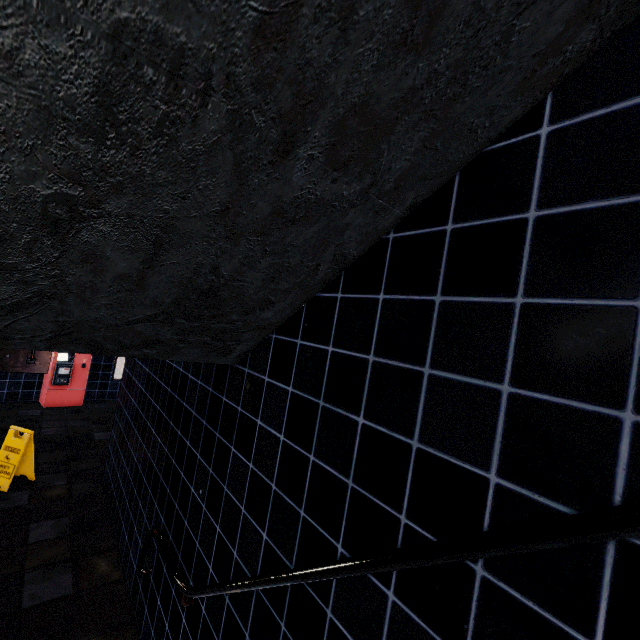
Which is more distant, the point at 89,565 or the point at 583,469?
the point at 89,565
